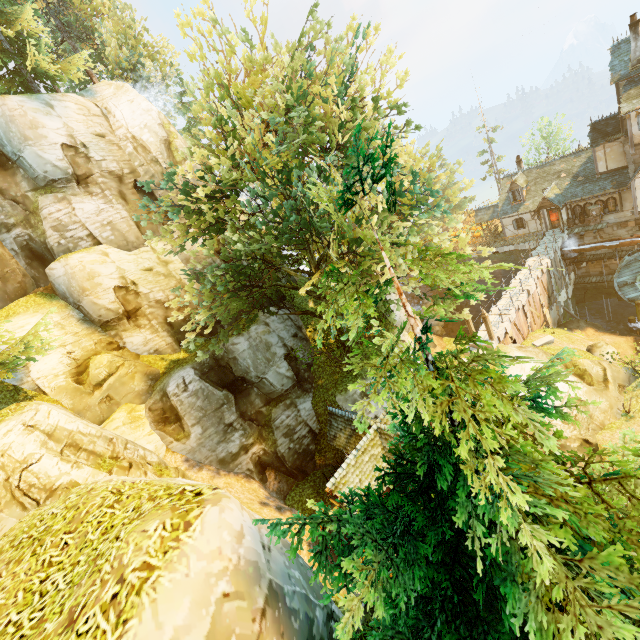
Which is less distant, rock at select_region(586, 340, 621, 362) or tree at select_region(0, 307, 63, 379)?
tree at select_region(0, 307, 63, 379)

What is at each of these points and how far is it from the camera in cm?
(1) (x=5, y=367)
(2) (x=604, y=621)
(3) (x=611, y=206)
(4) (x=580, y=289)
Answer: (1) tree, 1281
(2) tree, 179
(3) window, 2969
(4) stone arch, 3466

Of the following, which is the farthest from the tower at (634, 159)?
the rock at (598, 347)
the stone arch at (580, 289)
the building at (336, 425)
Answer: the building at (336, 425)

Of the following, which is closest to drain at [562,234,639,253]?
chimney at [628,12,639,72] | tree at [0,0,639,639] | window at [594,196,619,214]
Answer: window at [594,196,619,214]

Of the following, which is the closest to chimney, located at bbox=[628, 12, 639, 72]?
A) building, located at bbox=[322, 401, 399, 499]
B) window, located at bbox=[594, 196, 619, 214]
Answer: window, located at bbox=[594, 196, 619, 214]

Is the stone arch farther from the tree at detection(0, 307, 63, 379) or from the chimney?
the tree at detection(0, 307, 63, 379)

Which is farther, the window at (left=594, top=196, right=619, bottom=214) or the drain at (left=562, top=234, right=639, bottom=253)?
the window at (left=594, top=196, right=619, bottom=214)

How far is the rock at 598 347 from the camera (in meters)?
23.17
